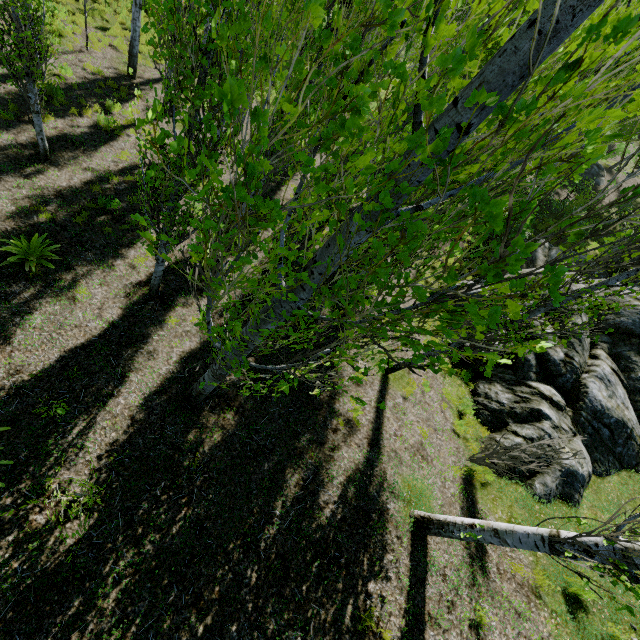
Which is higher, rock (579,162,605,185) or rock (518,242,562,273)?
rock (579,162,605,185)

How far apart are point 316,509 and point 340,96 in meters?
6.1

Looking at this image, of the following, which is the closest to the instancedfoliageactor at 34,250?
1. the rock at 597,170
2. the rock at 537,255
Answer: the rock at 537,255

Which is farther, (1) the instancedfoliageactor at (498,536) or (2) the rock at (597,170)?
(2) the rock at (597,170)

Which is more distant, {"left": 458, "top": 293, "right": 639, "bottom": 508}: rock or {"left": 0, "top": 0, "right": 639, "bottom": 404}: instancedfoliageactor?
{"left": 458, "top": 293, "right": 639, "bottom": 508}: rock

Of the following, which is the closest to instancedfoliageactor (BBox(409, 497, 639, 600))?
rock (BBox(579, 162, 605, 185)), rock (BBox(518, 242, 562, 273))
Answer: rock (BBox(518, 242, 562, 273))

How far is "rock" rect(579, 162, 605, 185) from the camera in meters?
23.1 m
